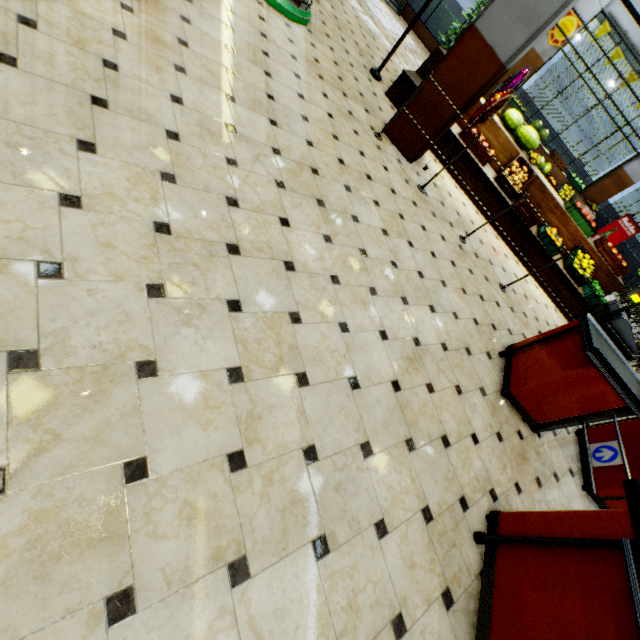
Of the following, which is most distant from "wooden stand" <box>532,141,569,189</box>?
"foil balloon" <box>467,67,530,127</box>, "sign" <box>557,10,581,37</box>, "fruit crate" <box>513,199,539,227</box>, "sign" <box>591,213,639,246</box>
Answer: "foil balloon" <box>467,67,530,127</box>

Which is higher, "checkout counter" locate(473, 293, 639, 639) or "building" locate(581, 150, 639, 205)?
"building" locate(581, 150, 639, 205)

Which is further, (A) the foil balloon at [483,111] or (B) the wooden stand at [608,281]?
(B) the wooden stand at [608,281]

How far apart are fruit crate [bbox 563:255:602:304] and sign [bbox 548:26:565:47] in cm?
843

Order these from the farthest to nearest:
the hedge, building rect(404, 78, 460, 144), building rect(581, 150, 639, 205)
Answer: the hedge, building rect(581, 150, 639, 205), building rect(404, 78, 460, 144)

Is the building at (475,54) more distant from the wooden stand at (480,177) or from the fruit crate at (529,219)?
the fruit crate at (529,219)

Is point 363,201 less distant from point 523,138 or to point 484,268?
point 484,268

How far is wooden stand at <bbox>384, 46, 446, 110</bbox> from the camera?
5.8 meters
